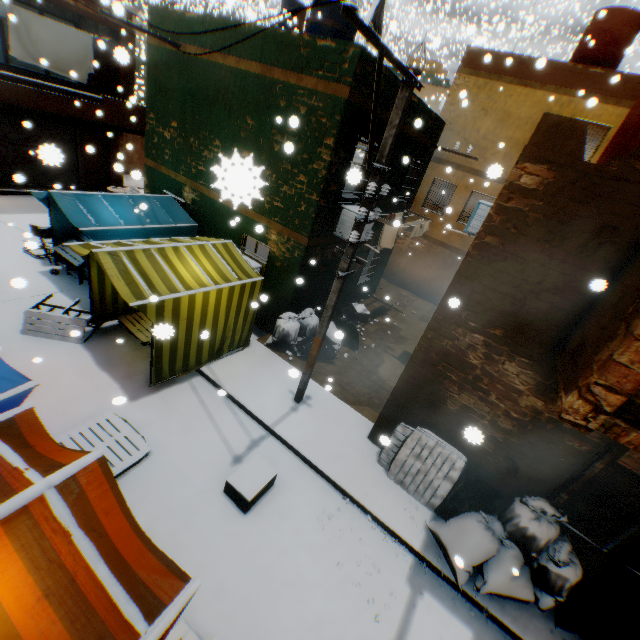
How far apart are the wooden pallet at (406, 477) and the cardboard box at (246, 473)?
1.8 meters

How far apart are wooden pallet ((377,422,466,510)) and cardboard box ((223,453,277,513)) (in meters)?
1.80

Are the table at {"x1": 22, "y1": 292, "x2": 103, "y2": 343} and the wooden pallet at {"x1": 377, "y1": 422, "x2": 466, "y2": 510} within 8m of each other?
yes

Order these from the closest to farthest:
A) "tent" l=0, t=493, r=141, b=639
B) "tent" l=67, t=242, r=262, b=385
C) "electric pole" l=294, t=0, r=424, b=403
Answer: "tent" l=0, t=493, r=141, b=639
"electric pole" l=294, t=0, r=424, b=403
"tent" l=67, t=242, r=262, b=385

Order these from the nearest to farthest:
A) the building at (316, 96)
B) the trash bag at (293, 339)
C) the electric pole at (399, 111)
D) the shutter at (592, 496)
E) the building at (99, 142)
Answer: the electric pole at (399, 111), the shutter at (592, 496), the building at (316, 96), the trash bag at (293, 339), the building at (99, 142)

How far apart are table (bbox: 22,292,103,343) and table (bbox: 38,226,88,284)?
1.06m

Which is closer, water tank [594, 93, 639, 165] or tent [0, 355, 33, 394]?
tent [0, 355, 33, 394]

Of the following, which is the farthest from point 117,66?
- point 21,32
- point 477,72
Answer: point 477,72
